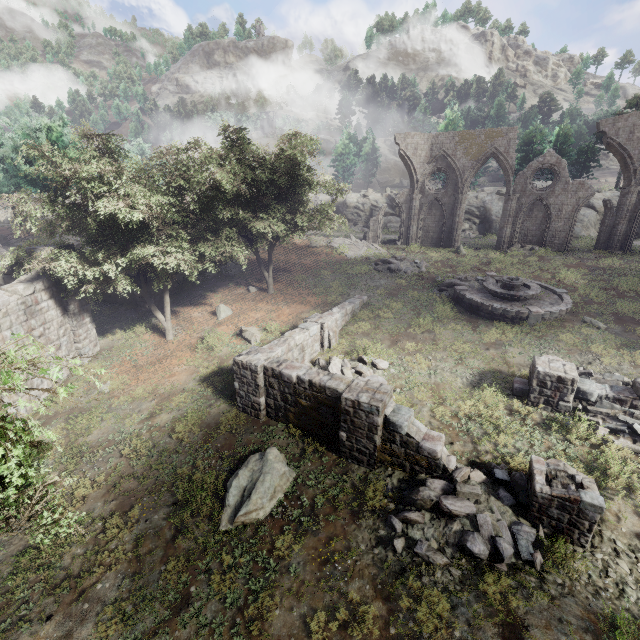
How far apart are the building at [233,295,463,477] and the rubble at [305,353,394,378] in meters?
0.6

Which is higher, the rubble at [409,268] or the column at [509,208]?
the column at [509,208]

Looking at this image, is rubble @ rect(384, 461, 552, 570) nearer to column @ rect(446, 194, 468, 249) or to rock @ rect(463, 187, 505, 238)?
column @ rect(446, 194, 468, 249)

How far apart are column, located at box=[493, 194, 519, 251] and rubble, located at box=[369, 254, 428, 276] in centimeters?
879cm

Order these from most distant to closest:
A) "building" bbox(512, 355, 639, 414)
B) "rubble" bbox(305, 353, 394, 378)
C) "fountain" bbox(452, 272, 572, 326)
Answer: "fountain" bbox(452, 272, 572, 326), "rubble" bbox(305, 353, 394, 378), "building" bbox(512, 355, 639, 414)

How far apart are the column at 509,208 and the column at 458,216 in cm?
274

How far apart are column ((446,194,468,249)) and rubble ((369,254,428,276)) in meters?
6.2

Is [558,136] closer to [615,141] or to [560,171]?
[615,141]
